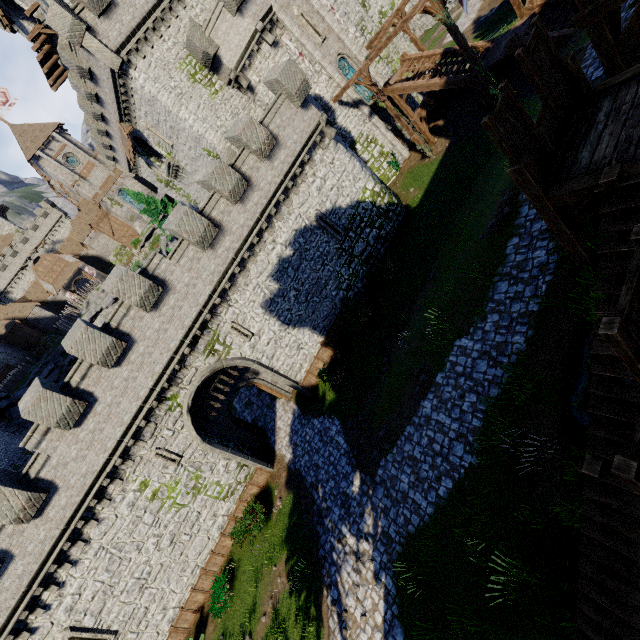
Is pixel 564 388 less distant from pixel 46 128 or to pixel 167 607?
pixel 167 607

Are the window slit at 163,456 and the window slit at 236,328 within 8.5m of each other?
yes

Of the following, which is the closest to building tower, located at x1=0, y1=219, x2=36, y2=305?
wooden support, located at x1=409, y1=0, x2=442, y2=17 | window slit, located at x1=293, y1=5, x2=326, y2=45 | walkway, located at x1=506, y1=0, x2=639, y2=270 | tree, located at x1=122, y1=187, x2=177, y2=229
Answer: tree, located at x1=122, y1=187, x2=177, y2=229

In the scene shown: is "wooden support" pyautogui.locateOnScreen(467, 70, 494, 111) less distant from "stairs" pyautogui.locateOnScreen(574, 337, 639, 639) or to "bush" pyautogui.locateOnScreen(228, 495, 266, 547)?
"stairs" pyautogui.locateOnScreen(574, 337, 639, 639)

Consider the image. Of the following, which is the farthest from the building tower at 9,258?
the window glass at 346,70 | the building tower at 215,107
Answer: the window glass at 346,70

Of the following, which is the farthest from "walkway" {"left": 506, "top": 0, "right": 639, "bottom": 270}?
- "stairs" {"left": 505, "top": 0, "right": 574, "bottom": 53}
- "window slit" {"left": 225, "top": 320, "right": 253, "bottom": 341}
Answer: "window slit" {"left": 225, "top": 320, "right": 253, "bottom": 341}

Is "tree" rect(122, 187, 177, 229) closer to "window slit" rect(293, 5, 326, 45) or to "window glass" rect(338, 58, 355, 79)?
"window glass" rect(338, 58, 355, 79)

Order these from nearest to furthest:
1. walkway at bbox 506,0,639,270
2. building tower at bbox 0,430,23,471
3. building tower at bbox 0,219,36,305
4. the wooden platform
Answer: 1. walkway at bbox 506,0,639,270
2. building tower at bbox 0,430,23,471
3. the wooden platform
4. building tower at bbox 0,219,36,305
